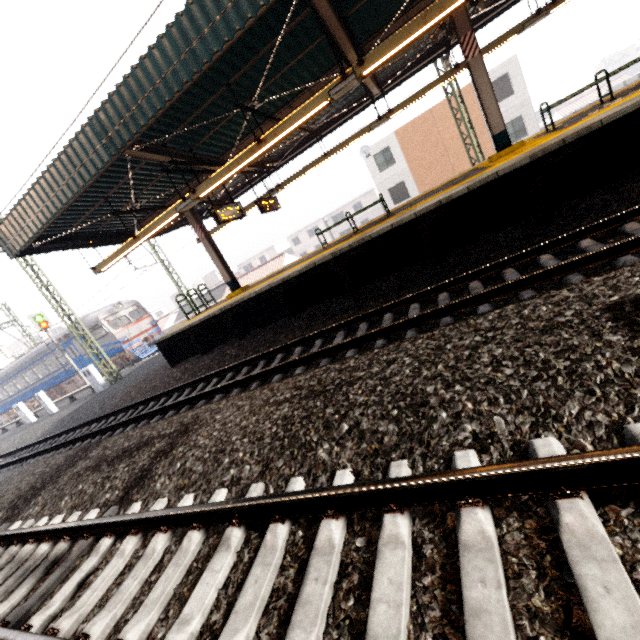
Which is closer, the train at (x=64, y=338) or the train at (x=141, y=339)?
the train at (x=141, y=339)

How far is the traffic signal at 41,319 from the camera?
20.6m

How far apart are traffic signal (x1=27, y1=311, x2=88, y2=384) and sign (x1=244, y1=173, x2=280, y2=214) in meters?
18.4

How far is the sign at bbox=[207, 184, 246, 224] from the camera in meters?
9.3 m

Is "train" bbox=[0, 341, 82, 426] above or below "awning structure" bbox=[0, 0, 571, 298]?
below

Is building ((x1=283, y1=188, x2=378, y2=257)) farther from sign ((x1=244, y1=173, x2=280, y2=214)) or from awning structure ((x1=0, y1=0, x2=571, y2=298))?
sign ((x1=244, y1=173, x2=280, y2=214))

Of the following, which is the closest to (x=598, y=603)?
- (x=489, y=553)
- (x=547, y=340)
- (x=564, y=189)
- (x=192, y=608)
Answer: (x=489, y=553)

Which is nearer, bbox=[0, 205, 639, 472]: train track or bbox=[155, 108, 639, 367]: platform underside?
bbox=[0, 205, 639, 472]: train track
